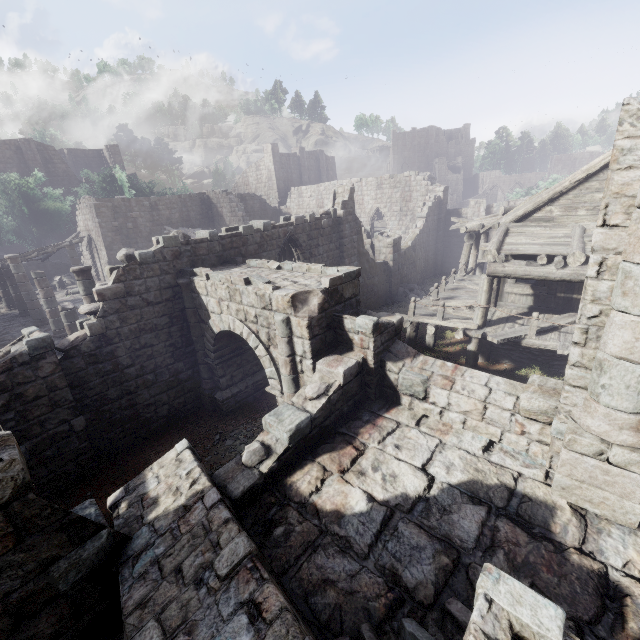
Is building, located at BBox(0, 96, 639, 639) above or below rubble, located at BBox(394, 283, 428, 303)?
above

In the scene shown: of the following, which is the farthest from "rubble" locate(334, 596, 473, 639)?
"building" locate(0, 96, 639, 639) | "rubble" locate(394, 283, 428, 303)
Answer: "rubble" locate(394, 283, 428, 303)

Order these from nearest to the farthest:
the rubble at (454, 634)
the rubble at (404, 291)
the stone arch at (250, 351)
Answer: the rubble at (454, 634)
the stone arch at (250, 351)
the rubble at (404, 291)

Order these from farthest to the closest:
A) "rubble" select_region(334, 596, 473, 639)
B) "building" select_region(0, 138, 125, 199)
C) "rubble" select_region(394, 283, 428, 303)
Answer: "building" select_region(0, 138, 125, 199), "rubble" select_region(394, 283, 428, 303), "rubble" select_region(334, 596, 473, 639)

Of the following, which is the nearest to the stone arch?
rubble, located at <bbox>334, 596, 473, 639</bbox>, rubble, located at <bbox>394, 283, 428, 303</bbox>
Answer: rubble, located at <bbox>334, 596, 473, 639</bbox>

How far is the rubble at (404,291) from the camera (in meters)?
22.34

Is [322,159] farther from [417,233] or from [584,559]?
[584,559]

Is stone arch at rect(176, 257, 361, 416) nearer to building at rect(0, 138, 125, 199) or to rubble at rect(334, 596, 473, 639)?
building at rect(0, 138, 125, 199)
